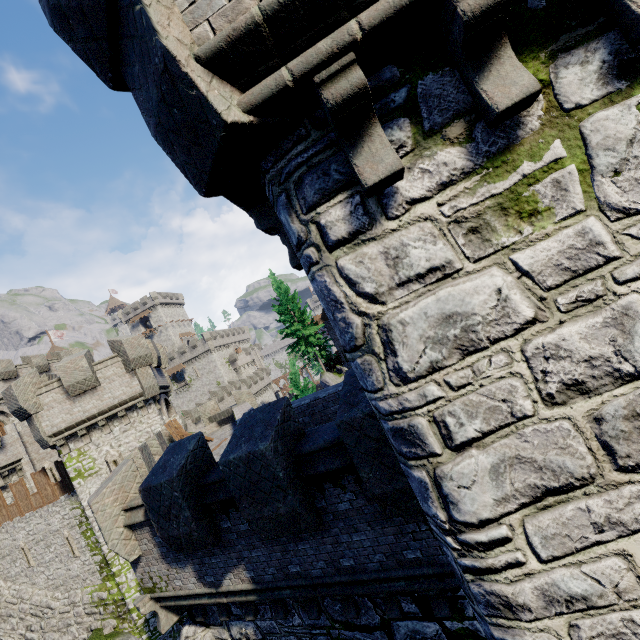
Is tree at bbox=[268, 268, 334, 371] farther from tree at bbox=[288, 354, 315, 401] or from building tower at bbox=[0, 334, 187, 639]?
building tower at bbox=[0, 334, 187, 639]

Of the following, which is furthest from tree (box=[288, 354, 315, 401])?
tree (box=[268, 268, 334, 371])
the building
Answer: the building

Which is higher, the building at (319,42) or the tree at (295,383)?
the building at (319,42)

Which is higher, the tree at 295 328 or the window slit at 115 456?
the tree at 295 328

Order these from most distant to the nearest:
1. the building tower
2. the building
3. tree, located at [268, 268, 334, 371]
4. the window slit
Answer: tree, located at [268, 268, 334, 371]
the window slit
the building tower
the building

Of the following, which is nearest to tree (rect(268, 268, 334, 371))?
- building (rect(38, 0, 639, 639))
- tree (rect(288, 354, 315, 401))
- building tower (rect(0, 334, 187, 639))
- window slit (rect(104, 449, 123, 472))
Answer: tree (rect(288, 354, 315, 401))

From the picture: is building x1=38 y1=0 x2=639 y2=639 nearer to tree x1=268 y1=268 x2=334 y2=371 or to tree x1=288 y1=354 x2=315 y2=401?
tree x1=288 y1=354 x2=315 y2=401

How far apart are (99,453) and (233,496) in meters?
15.5
